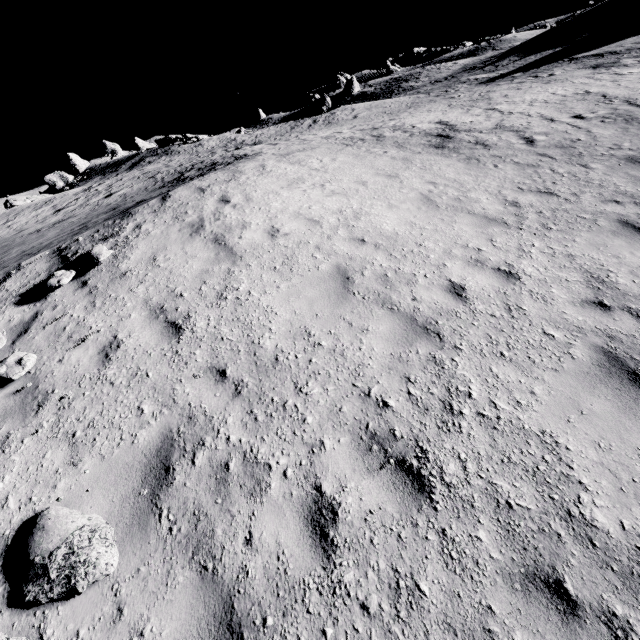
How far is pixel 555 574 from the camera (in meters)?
2.77

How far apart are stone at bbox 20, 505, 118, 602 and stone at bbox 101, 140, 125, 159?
65.08m

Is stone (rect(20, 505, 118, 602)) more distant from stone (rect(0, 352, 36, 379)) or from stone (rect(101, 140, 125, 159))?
stone (rect(101, 140, 125, 159))

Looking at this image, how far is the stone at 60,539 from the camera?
3.0 meters

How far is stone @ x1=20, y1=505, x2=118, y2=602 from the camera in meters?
3.0

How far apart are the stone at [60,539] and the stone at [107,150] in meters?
65.1 m

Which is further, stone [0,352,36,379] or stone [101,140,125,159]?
stone [101,140,125,159]

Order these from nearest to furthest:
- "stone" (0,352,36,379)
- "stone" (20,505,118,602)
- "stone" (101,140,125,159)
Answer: "stone" (20,505,118,602) < "stone" (0,352,36,379) < "stone" (101,140,125,159)
